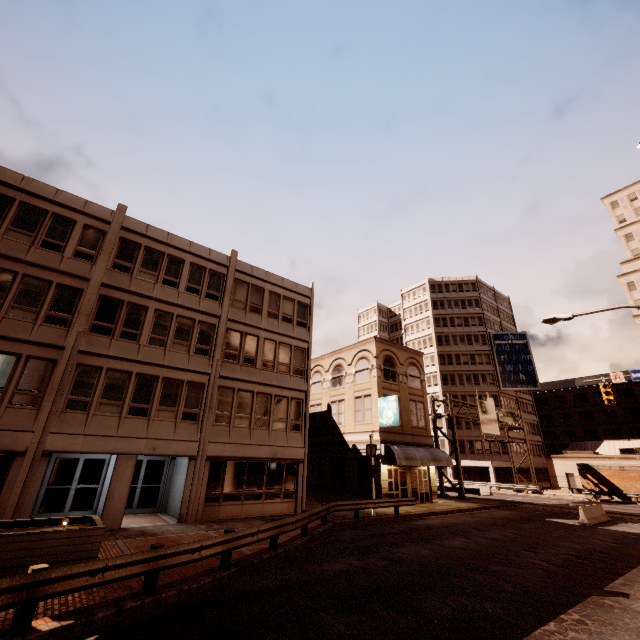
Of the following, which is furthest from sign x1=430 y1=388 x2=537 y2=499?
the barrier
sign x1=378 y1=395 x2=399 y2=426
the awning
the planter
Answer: the planter

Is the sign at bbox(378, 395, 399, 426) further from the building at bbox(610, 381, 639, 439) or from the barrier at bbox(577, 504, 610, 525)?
the building at bbox(610, 381, 639, 439)

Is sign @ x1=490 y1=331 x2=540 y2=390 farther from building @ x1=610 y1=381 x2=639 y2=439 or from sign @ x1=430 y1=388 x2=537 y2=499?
sign @ x1=430 y1=388 x2=537 y2=499

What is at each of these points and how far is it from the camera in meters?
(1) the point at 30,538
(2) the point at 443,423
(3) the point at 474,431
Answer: (1) planter, 8.8
(2) building, 55.2
(3) building, 53.9

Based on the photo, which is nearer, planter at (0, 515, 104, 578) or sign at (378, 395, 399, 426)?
planter at (0, 515, 104, 578)

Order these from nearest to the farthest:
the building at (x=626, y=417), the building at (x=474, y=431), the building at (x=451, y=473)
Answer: the building at (x=474, y=431)
the building at (x=451, y=473)
the building at (x=626, y=417)

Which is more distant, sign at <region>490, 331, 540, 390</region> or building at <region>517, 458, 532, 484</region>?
sign at <region>490, 331, 540, 390</region>

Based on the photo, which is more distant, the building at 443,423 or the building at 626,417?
the building at 626,417
